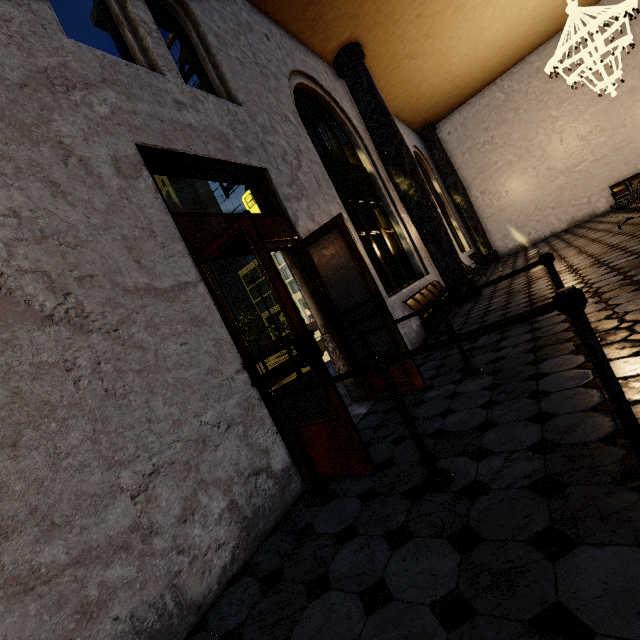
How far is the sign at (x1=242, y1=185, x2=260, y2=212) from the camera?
5.73m

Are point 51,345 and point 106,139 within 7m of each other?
yes

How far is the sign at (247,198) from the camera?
5.73m

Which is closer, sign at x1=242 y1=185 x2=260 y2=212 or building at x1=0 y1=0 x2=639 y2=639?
building at x1=0 y1=0 x2=639 y2=639

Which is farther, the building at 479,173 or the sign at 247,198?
the sign at 247,198
